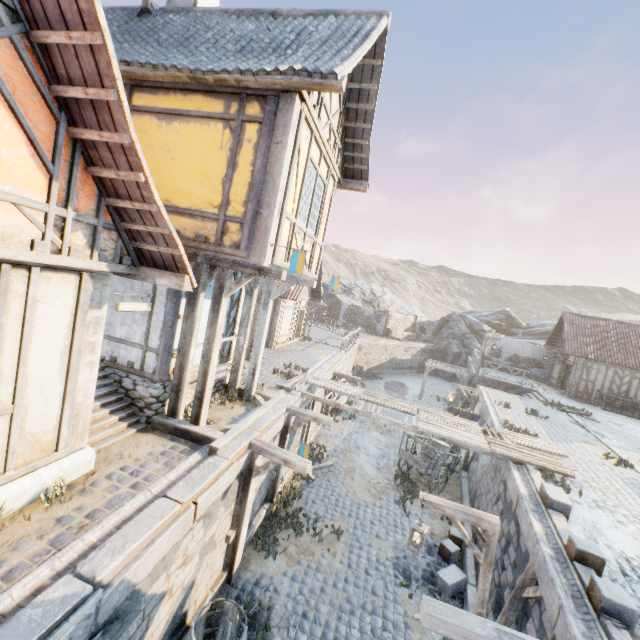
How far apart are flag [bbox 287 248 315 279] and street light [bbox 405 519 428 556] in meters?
5.5 m

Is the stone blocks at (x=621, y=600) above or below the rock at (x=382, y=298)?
below

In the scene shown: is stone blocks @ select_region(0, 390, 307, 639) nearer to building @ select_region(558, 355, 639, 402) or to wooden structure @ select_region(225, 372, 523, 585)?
wooden structure @ select_region(225, 372, 523, 585)

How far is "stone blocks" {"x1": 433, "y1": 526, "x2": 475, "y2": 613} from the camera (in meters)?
8.07

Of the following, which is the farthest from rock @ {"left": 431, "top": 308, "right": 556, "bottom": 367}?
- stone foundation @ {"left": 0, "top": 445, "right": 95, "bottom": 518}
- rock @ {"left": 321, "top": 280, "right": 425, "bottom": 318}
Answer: stone foundation @ {"left": 0, "top": 445, "right": 95, "bottom": 518}

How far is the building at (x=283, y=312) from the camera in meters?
17.8

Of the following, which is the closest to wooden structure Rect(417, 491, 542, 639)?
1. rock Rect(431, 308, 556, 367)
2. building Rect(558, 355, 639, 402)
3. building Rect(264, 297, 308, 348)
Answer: building Rect(264, 297, 308, 348)

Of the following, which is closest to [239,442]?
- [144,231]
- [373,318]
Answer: [144,231]
